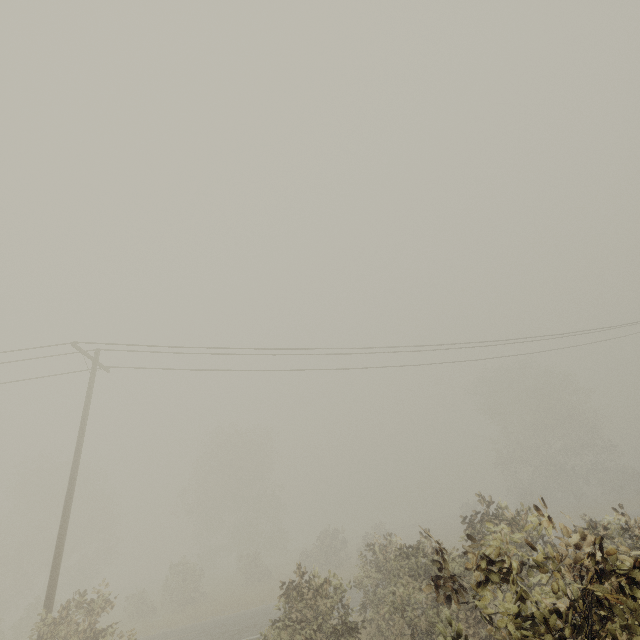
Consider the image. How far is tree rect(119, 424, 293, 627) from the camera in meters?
26.7 m

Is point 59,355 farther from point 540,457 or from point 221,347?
point 540,457

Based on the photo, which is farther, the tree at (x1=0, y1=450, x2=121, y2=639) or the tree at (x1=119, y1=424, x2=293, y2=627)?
the tree at (x1=119, y1=424, x2=293, y2=627)

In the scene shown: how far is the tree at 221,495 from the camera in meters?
26.7

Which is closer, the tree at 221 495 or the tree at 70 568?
the tree at 70 568
